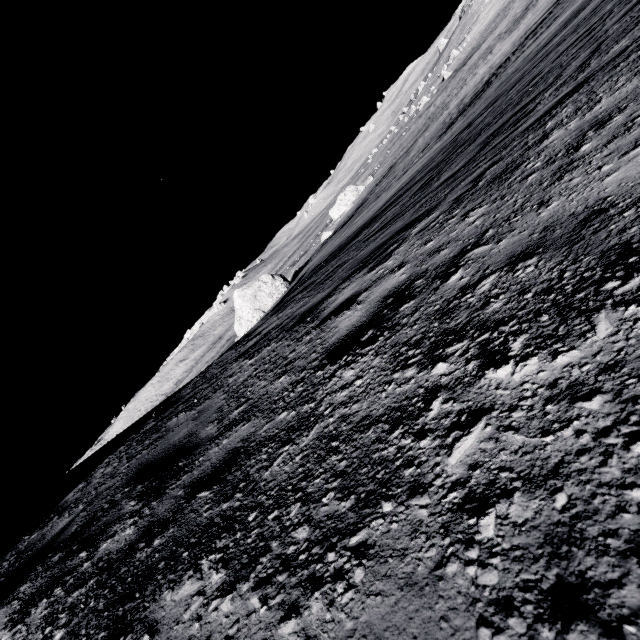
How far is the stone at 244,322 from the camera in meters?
23.5

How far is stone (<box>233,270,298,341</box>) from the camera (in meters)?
23.48

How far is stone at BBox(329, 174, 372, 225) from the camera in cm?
4822

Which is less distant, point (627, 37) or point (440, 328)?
point (440, 328)

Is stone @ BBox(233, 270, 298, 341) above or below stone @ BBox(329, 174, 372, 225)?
above

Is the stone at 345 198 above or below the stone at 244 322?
below

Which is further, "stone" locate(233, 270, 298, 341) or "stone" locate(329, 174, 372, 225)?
"stone" locate(329, 174, 372, 225)
